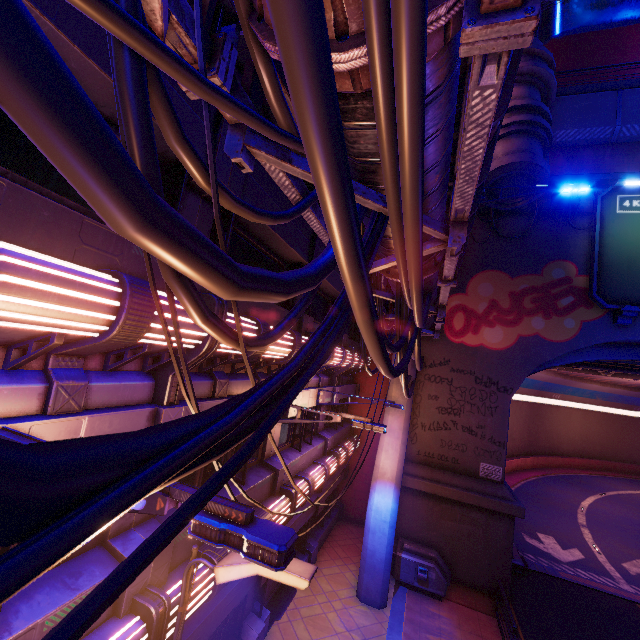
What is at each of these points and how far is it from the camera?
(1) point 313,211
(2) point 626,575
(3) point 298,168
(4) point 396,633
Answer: (1) pipe, 4.3 meters
(2) tunnel, 17.4 meters
(3) pipe, 3.0 meters
(4) beam, 10.9 meters

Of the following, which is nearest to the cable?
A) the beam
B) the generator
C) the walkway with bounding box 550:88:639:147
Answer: the beam

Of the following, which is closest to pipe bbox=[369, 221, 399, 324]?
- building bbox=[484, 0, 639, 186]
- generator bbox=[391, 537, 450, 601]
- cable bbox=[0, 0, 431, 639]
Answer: cable bbox=[0, 0, 431, 639]

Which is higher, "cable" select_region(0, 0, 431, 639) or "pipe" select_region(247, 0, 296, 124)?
"pipe" select_region(247, 0, 296, 124)

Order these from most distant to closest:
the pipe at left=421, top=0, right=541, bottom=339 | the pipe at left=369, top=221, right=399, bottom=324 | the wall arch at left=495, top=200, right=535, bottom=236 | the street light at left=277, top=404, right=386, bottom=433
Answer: the wall arch at left=495, top=200, right=535, bottom=236 < the street light at left=277, top=404, right=386, bottom=433 < the pipe at left=369, top=221, right=399, bottom=324 < the pipe at left=421, top=0, right=541, bottom=339

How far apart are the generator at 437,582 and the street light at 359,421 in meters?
10.3

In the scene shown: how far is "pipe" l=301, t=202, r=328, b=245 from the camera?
4.31m

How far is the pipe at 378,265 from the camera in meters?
5.2
